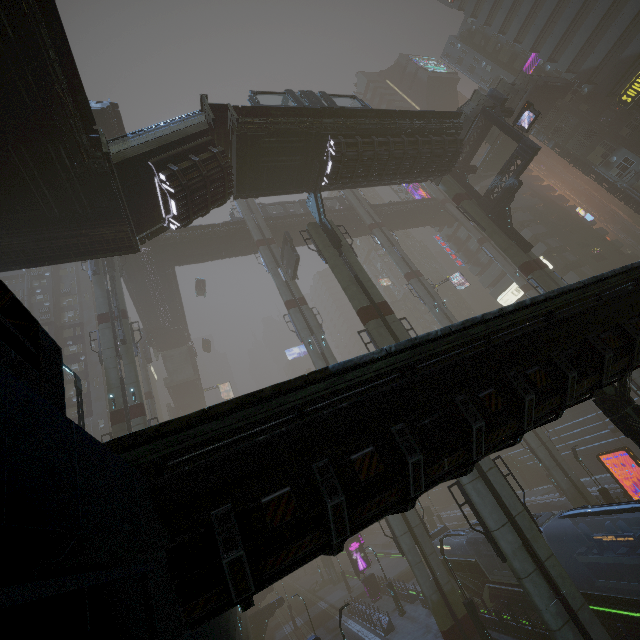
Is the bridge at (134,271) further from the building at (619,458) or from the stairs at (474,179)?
the stairs at (474,179)

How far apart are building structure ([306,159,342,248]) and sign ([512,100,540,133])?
16.3m

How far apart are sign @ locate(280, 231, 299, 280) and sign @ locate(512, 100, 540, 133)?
20.28m

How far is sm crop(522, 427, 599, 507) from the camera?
26.8 meters

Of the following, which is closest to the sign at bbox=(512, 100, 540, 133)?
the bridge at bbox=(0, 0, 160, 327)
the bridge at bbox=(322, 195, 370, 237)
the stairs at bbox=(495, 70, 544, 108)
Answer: the stairs at bbox=(495, 70, 544, 108)

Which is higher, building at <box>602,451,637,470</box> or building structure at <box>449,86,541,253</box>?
building structure at <box>449,86,541,253</box>

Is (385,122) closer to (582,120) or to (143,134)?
(143,134)

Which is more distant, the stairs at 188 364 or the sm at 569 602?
the stairs at 188 364
